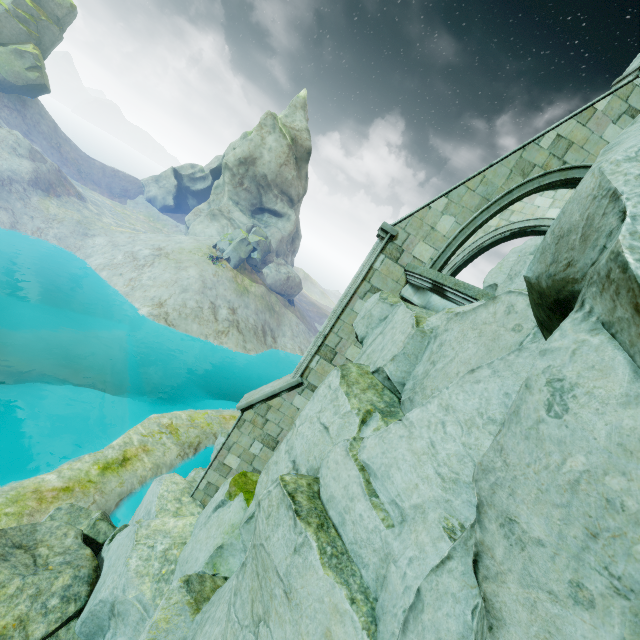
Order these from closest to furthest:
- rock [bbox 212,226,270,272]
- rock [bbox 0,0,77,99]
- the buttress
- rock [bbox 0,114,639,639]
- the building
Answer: rock [bbox 0,114,639,639]
the building
the buttress
rock [bbox 212,226,270,272]
rock [bbox 0,0,77,99]

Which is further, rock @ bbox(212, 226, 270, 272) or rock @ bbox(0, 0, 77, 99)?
rock @ bbox(0, 0, 77, 99)

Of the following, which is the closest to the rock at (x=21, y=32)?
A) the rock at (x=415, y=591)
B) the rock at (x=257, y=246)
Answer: the rock at (x=257, y=246)

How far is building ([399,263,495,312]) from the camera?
5.7 meters

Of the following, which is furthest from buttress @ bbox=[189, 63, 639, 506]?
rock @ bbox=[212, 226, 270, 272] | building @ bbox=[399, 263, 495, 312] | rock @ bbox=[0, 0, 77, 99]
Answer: rock @ bbox=[0, 0, 77, 99]

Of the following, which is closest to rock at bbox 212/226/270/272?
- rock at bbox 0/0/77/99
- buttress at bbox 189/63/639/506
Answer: buttress at bbox 189/63/639/506

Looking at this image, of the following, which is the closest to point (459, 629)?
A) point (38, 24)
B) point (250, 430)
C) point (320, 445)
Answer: point (320, 445)

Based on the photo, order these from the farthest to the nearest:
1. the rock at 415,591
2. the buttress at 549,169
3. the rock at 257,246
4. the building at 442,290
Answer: the rock at 257,246
the buttress at 549,169
the building at 442,290
the rock at 415,591
